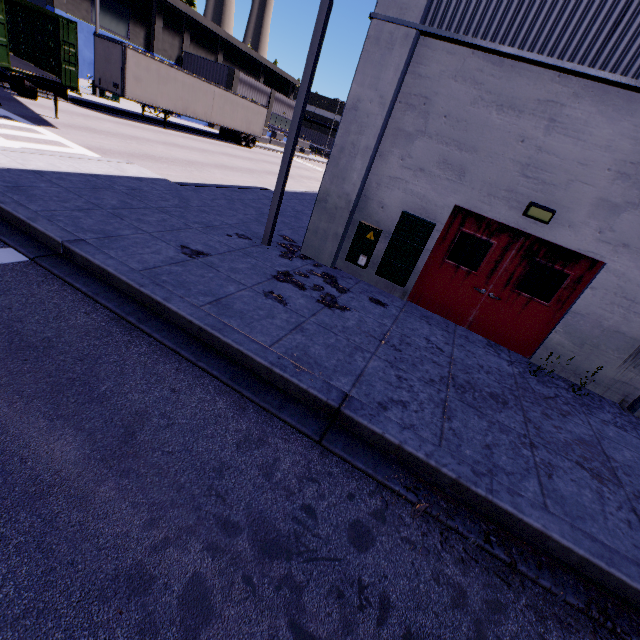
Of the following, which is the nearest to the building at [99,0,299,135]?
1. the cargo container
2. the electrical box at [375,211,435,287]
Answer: the electrical box at [375,211,435,287]

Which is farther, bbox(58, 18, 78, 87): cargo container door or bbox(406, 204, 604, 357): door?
bbox(58, 18, 78, 87): cargo container door

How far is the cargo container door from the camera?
10.9m

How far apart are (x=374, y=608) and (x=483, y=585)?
1.1 meters

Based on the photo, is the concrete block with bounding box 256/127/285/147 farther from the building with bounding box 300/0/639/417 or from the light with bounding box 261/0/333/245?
the light with bounding box 261/0/333/245

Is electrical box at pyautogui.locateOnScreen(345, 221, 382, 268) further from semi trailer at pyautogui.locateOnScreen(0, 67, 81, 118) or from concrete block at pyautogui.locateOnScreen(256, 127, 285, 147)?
concrete block at pyautogui.locateOnScreen(256, 127, 285, 147)

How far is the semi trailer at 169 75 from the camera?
19.4 meters

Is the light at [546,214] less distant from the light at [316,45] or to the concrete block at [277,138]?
the light at [316,45]
